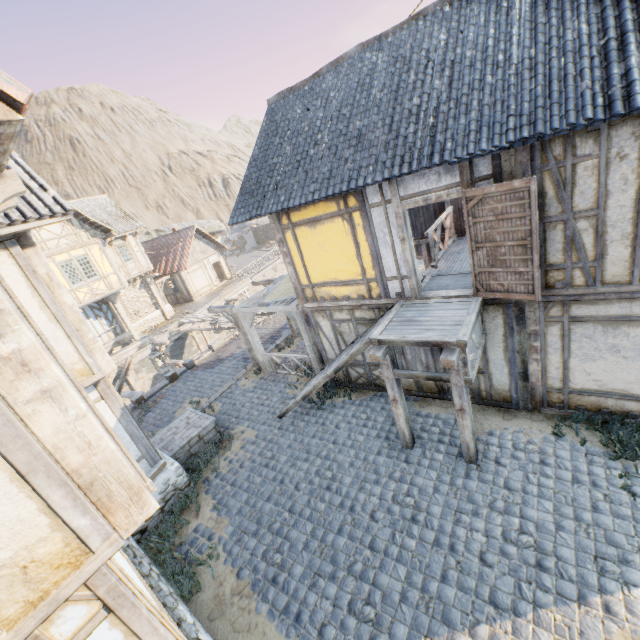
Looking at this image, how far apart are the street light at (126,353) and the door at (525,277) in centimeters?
782cm

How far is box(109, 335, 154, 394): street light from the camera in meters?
7.8 m

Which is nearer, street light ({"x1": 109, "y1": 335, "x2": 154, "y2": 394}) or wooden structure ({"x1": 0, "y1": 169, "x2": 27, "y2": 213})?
wooden structure ({"x1": 0, "y1": 169, "x2": 27, "y2": 213})

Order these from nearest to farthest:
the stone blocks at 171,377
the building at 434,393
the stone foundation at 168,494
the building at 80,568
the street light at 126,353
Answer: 1. the building at 80,568
2. the stone foundation at 168,494
3. the street light at 126,353
4. the building at 434,393
5. the stone blocks at 171,377

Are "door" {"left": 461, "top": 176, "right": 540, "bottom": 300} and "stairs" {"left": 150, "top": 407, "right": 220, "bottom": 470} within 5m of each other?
no

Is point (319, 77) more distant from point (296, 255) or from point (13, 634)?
point (13, 634)

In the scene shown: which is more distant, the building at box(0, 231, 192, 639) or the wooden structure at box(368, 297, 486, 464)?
the wooden structure at box(368, 297, 486, 464)

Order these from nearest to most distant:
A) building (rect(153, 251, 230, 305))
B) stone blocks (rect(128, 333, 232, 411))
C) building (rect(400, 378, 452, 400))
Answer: building (rect(400, 378, 452, 400)) → stone blocks (rect(128, 333, 232, 411)) → building (rect(153, 251, 230, 305))
